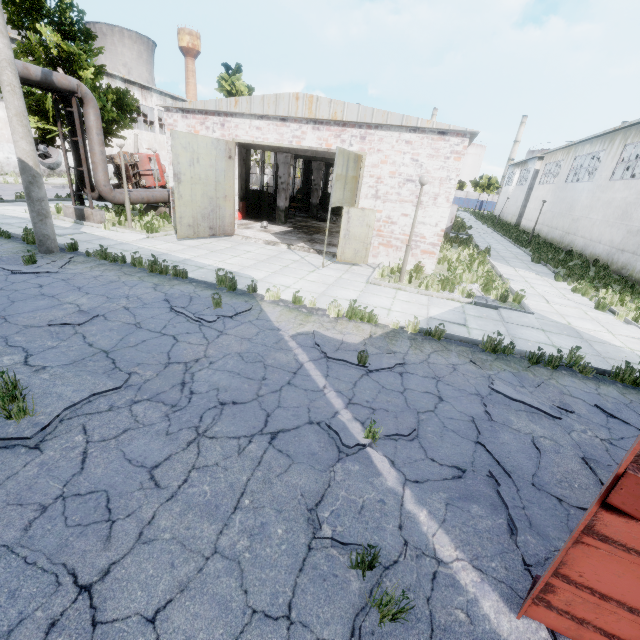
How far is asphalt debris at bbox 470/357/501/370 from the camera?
6.32m

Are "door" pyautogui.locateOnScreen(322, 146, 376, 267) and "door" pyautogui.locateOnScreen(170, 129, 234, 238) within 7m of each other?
yes

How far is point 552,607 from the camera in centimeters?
247cm

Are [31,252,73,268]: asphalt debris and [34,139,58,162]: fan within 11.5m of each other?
no

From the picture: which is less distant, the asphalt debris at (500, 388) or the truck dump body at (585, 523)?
the truck dump body at (585, 523)

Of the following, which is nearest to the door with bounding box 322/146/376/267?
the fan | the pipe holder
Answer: the pipe holder

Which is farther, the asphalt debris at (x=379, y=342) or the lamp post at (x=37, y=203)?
the lamp post at (x=37, y=203)

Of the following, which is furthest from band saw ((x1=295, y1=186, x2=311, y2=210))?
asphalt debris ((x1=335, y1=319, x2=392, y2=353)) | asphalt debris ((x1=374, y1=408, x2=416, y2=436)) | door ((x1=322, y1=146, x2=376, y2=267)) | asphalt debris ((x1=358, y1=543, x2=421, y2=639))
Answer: asphalt debris ((x1=358, y1=543, x2=421, y2=639))
